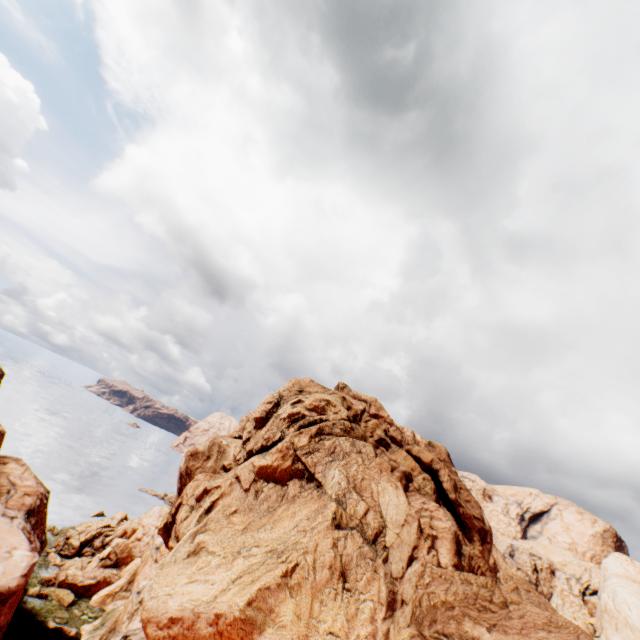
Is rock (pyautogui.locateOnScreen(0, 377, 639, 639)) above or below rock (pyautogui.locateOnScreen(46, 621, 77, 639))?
above

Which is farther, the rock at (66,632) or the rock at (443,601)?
the rock at (66,632)

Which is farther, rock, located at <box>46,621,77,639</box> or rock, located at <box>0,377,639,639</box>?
rock, located at <box>46,621,77,639</box>

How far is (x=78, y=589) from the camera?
42.9 meters

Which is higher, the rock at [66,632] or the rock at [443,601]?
the rock at [443,601]
